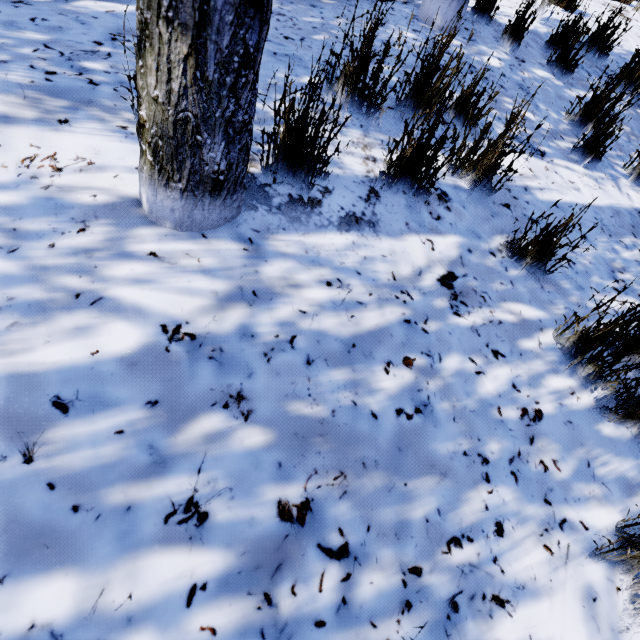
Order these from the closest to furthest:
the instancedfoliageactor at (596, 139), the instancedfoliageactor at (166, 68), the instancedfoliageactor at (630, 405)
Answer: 1. the instancedfoliageactor at (166, 68)
2. the instancedfoliageactor at (630, 405)
3. the instancedfoliageactor at (596, 139)

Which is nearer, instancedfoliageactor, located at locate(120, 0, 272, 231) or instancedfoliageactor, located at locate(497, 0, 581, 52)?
instancedfoliageactor, located at locate(120, 0, 272, 231)

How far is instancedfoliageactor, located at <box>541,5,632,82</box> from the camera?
2.8 meters

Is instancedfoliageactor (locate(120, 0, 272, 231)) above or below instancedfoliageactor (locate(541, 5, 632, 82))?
below

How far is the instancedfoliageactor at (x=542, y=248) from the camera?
1.5m

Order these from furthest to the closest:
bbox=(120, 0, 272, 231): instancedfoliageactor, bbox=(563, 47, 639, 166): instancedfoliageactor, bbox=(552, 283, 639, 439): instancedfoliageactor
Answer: bbox=(563, 47, 639, 166): instancedfoliageactor → bbox=(552, 283, 639, 439): instancedfoliageactor → bbox=(120, 0, 272, 231): instancedfoliageactor

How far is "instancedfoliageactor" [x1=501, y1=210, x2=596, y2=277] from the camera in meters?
1.5 m

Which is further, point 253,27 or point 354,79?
point 354,79
